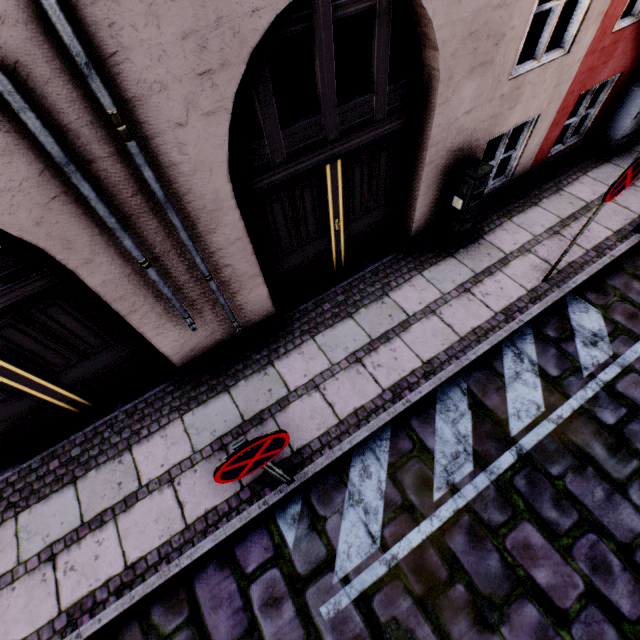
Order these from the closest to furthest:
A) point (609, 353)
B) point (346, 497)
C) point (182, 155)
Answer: point (182, 155), point (346, 497), point (609, 353)

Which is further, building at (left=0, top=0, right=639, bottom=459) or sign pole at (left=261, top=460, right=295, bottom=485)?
sign pole at (left=261, top=460, right=295, bottom=485)

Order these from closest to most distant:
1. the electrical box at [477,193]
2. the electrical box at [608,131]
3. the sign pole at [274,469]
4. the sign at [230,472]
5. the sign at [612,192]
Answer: the sign at [230,472], the sign pole at [274,469], the sign at [612,192], the electrical box at [477,193], the electrical box at [608,131]

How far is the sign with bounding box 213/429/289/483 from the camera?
1.94m

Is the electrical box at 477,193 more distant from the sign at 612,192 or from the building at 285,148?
the sign at 612,192

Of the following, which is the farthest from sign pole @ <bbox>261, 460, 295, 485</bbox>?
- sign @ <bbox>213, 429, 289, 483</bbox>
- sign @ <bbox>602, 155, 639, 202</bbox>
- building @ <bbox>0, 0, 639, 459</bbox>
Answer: sign @ <bbox>602, 155, 639, 202</bbox>

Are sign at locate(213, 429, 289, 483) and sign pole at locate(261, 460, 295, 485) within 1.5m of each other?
yes

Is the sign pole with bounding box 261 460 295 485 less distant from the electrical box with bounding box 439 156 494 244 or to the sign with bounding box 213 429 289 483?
the sign with bounding box 213 429 289 483
